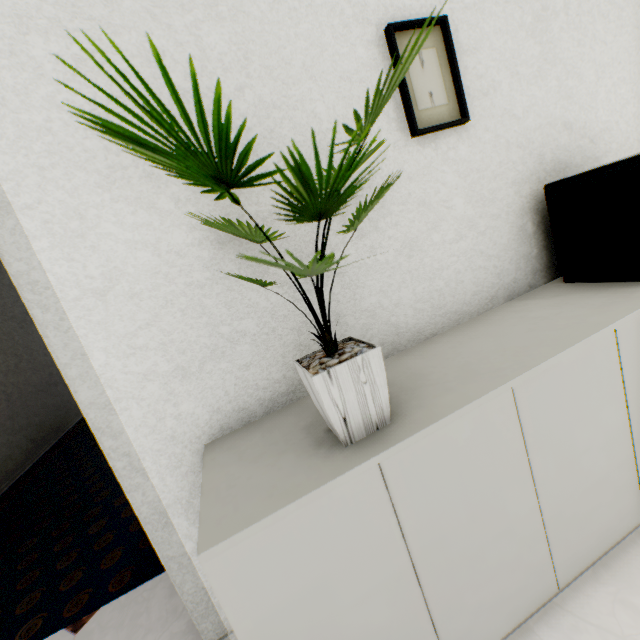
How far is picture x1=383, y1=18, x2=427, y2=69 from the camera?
1.19m

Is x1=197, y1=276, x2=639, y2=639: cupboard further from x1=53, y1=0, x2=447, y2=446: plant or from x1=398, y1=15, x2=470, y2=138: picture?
x1=398, y1=15, x2=470, y2=138: picture

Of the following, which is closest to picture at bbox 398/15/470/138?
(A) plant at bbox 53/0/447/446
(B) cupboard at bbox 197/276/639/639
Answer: (A) plant at bbox 53/0/447/446

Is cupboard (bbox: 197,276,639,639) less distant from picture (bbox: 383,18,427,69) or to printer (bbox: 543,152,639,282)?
printer (bbox: 543,152,639,282)

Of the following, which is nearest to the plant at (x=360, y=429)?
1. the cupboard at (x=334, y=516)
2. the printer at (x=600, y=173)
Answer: the cupboard at (x=334, y=516)

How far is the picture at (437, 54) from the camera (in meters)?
1.25

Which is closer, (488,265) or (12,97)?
(12,97)
